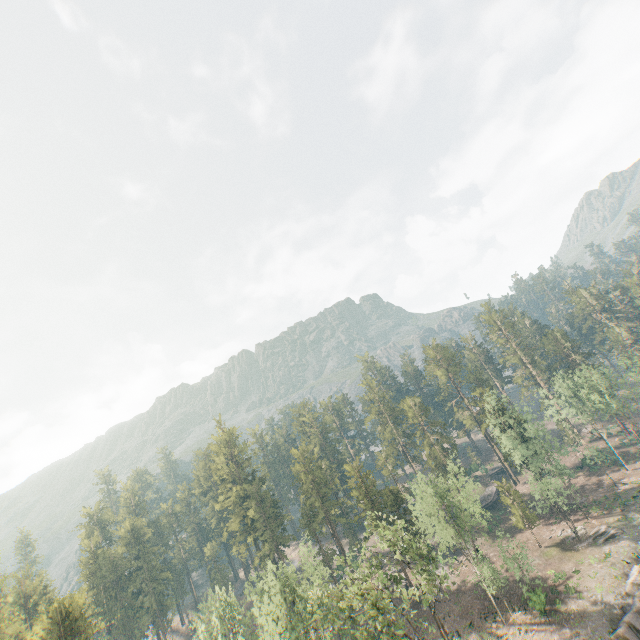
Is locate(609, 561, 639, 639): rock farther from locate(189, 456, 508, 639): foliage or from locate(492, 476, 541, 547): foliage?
locate(492, 476, 541, 547): foliage

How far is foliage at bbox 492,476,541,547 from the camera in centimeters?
4938cm

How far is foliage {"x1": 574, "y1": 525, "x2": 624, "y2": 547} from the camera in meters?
43.8 m

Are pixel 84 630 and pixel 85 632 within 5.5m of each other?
yes

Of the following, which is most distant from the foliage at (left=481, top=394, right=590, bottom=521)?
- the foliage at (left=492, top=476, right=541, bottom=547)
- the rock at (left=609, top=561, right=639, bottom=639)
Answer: the foliage at (left=492, top=476, right=541, bottom=547)

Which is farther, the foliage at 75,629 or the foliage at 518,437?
the foliage at 518,437

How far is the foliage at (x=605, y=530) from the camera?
43.84m
